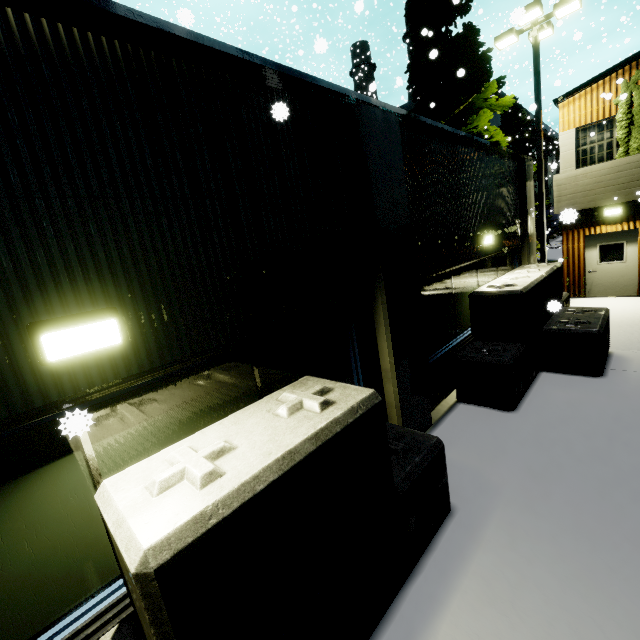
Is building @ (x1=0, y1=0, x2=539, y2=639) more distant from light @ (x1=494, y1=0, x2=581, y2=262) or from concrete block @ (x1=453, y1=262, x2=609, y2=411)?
light @ (x1=494, y1=0, x2=581, y2=262)

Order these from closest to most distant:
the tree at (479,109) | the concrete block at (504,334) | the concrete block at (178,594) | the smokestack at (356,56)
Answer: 1. the concrete block at (178,594)
2. the concrete block at (504,334)
3. the tree at (479,109)
4. the smokestack at (356,56)

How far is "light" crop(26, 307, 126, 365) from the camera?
2.0m

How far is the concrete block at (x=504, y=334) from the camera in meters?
5.6 m

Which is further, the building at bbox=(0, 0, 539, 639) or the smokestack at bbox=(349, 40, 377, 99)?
the smokestack at bbox=(349, 40, 377, 99)

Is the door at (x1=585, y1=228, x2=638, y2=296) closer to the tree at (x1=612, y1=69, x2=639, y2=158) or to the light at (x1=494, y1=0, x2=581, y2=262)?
the tree at (x1=612, y1=69, x2=639, y2=158)

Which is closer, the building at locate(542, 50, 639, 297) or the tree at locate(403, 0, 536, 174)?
the building at locate(542, 50, 639, 297)

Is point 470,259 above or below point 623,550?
above
